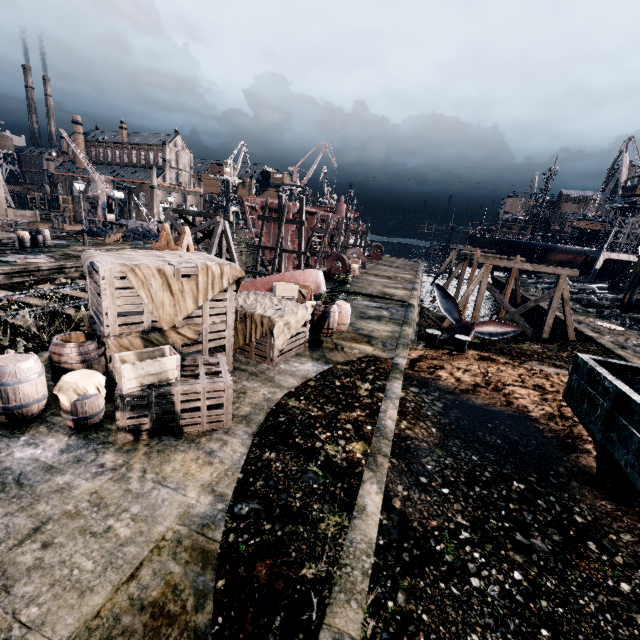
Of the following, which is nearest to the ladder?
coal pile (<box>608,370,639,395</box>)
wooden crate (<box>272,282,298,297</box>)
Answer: wooden crate (<box>272,282,298,297</box>)

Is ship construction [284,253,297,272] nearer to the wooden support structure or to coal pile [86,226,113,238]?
the wooden support structure

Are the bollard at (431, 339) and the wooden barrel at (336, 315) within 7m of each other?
yes

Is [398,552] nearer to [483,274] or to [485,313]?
[483,274]

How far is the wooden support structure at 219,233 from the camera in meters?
22.8 m

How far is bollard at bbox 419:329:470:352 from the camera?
14.6m

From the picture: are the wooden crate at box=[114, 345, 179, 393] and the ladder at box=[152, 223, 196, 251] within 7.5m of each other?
yes

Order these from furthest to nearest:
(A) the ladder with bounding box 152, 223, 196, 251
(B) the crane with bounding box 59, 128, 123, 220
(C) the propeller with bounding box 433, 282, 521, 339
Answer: (B) the crane with bounding box 59, 128, 123, 220
(C) the propeller with bounding box 433, 282, 521, 339
(A) the ladder with bounding box 152, 223, 196, 251
